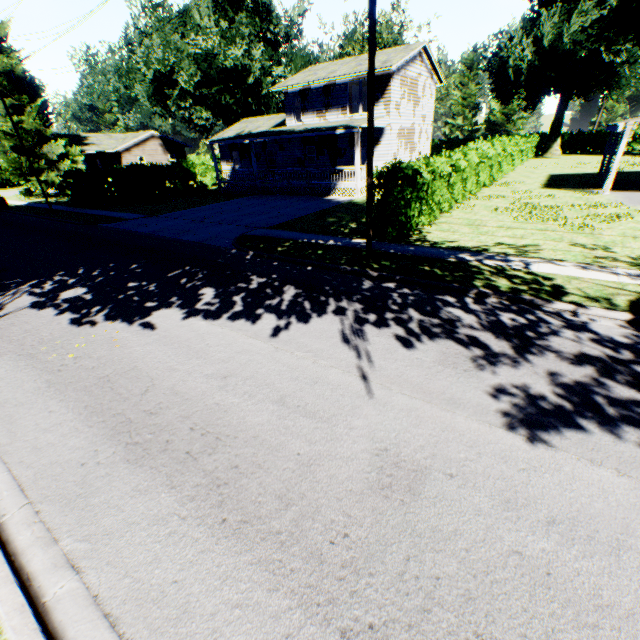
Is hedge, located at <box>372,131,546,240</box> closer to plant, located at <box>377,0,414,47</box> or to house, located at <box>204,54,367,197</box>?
house, located at <box>204,54,367,197</box>

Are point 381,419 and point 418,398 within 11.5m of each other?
yes

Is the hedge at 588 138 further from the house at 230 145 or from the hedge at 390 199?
the hedge at 390 199

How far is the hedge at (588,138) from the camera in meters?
47.8

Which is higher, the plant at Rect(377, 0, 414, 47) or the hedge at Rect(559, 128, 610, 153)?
the plant at Rect(377, 0, 414, 47)

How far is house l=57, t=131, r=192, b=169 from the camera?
42.6m

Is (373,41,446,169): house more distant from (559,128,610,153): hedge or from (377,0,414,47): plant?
(559,128,610,153): hedge

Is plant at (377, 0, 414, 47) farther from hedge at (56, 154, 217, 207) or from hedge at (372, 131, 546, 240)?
hedge at (372, 131, 546, 240)
